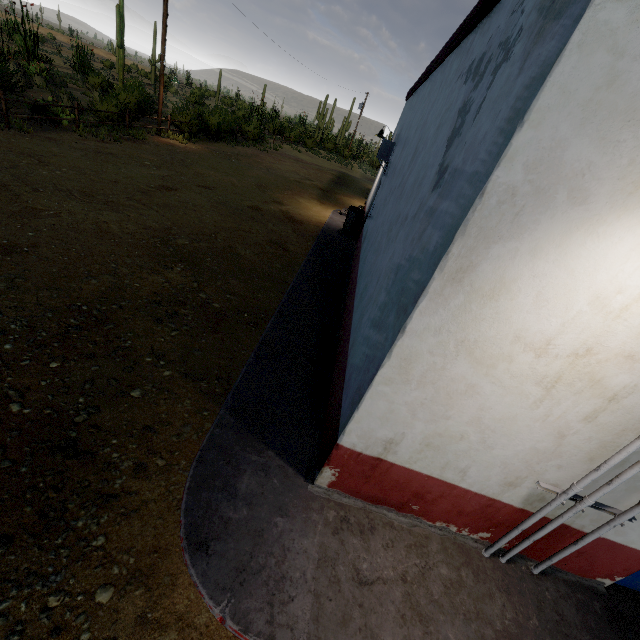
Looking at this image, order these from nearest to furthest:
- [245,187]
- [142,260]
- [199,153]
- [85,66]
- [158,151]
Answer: [142,260]
[245,187]
[158,151]
[199,153]
[85,66]

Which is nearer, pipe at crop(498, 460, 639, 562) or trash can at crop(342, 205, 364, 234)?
pipe at crop(498, 460, 639, 562)

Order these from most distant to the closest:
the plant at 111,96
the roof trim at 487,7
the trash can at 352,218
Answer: the plant at 111,96 → the trash can at 352,218 → the roof trim at 487,7

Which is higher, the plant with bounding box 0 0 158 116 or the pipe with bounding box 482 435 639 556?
the pipe with bounding box 482 435 639 556

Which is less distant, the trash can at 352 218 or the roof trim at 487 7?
the roof trim at 487 7

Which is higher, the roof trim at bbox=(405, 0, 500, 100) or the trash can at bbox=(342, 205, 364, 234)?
the roof trim at bbox=(405, 0, 500, 100)

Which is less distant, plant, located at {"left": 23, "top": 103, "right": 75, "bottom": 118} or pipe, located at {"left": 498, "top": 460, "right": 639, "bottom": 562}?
pipe, located at {"left": 498, "top": 460, "right": 639, "bottom": 562}

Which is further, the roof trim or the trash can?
the trash can
